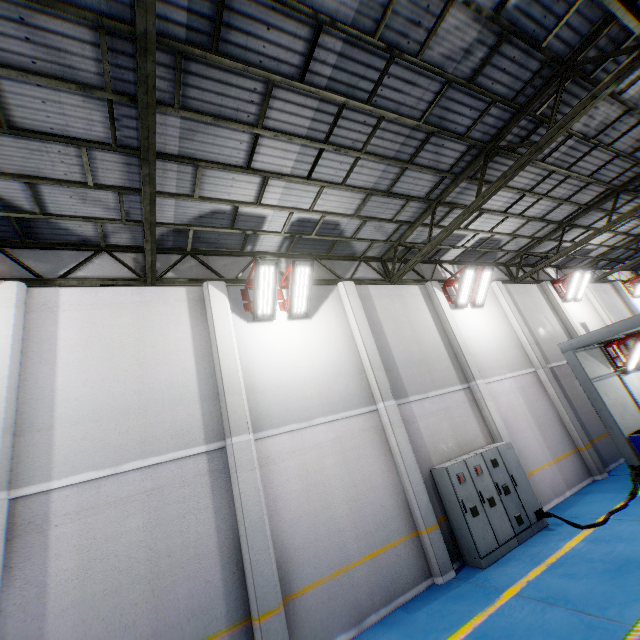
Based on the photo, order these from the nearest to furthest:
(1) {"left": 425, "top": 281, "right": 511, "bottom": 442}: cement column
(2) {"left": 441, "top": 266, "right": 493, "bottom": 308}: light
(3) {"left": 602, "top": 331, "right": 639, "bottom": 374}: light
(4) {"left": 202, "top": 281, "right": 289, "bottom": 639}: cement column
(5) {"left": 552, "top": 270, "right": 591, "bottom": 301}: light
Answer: (4) {"left": 202, "top": 281, "right": 289, "bottom": 639}: cement column → (1) {"left": 425, "top": 281, "right": 511, "bottom": 442}: cement column → (3) {"left": 602, "top": 331, "right": 639, "bottom": 374}: light → (2) {"left": 441, "top": 266, "right": 493, "bottom": 308}: light → (5) {"left": 552, "top": 270, "right": 591, "bottom": 301}: light

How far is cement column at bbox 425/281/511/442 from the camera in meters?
10.1

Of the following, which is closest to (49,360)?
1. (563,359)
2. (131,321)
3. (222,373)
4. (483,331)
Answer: (131,321)

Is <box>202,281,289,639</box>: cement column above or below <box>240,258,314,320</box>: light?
below

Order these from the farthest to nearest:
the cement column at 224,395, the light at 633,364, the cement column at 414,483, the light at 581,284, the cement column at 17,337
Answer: the light at 581,284
the light at 633,364
the cement column at 414,483
the cement column at 224,395
the cement column at 17,337

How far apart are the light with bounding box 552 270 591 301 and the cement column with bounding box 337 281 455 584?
12.24m

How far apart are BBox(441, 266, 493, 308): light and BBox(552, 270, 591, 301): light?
7.2 meters

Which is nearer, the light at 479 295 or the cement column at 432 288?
the cement column at 432 288
